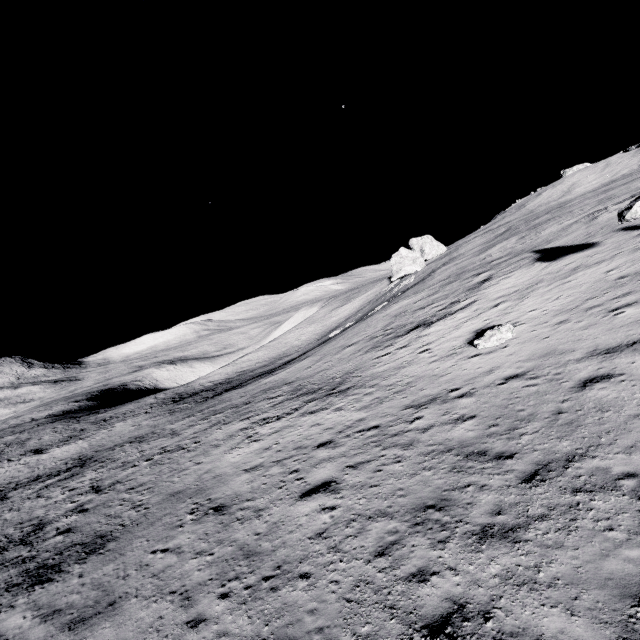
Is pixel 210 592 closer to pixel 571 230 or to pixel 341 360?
pixel 341 360

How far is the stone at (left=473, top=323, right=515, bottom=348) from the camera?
15.50m

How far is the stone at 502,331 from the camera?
15.5m

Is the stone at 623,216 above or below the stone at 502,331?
above

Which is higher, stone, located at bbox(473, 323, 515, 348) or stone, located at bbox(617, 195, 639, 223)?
stone, located at bbox(617, 195, 639, 223)
